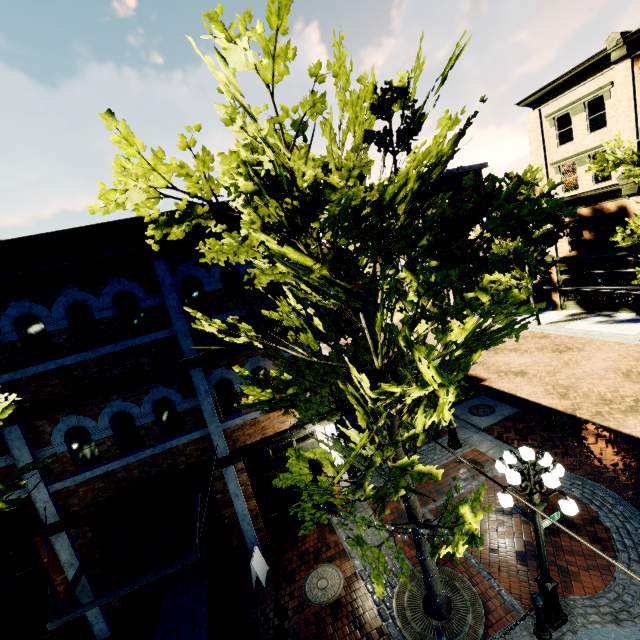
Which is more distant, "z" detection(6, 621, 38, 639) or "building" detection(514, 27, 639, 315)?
"building" detection(514, 27, 639, 315)

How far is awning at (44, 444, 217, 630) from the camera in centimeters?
568cm

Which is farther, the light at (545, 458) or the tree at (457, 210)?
the light at (545, 458)

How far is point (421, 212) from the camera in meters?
4.7 m

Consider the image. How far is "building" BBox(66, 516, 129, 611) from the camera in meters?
7.9

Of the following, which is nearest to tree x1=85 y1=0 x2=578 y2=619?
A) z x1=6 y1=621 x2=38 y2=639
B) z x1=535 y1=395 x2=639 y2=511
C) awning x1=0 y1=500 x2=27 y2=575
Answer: Answer: z x1=535 y1=395 x2=639 y2=511

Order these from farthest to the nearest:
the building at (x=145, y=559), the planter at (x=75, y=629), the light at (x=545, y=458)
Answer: the building at (x=145, y=559)
the planter at (x=75, y=629)
the light at (x=545, y=458)

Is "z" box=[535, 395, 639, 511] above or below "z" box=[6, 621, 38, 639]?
above
